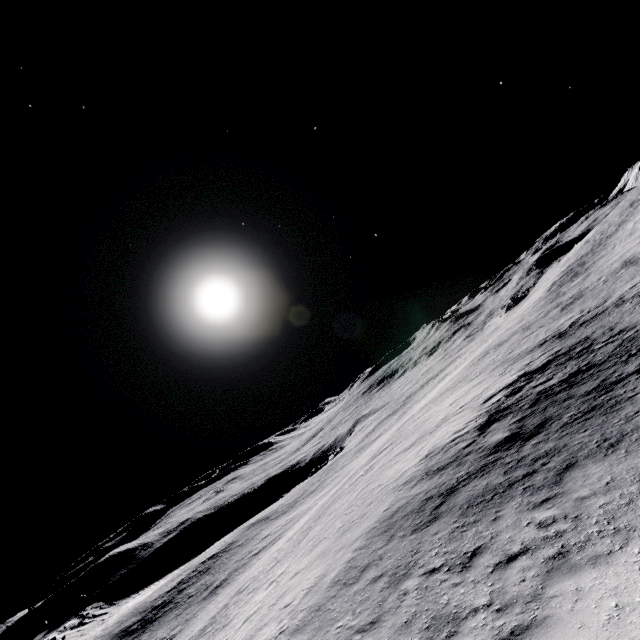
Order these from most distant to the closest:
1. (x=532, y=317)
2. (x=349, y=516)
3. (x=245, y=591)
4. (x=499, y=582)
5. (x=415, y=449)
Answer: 1. (x=532, y=317)
2. (x=245, y=591)
3. (x=415, y=449)
4. (x=349, y=516)
5. (x=499, y=582)
